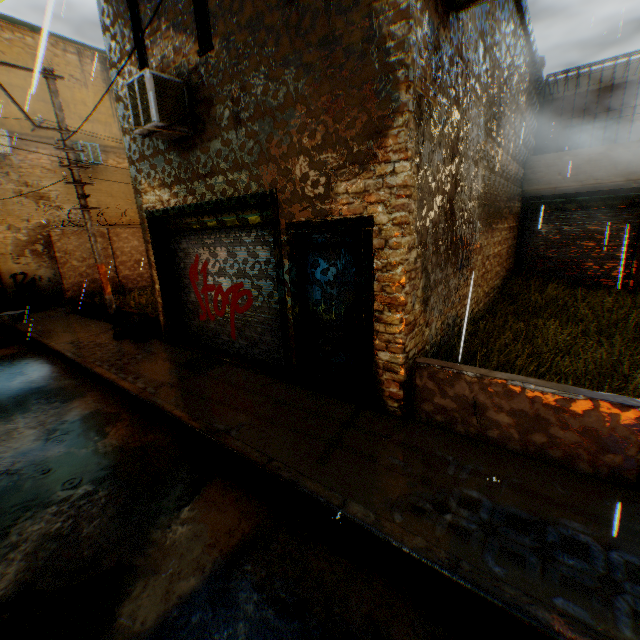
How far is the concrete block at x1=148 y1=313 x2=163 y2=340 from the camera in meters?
8.8

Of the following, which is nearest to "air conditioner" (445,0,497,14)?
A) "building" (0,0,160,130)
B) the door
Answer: "building" (0,0,160,130)

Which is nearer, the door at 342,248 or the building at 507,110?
the building at 507,110

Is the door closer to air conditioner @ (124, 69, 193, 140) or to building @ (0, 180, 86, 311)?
building @ (0, 180, 86, 311)

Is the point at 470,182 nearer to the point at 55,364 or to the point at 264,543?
the point at 264,543

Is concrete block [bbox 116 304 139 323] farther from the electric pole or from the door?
the door

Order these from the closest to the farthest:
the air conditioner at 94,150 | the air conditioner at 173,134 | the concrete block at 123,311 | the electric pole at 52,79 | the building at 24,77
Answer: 1. the air conditioner at 173,134
2. the electric pole at 52,79
3. the concrete block at 123,311
4. the building at 24,77
5. the air conditioner at 94,150
